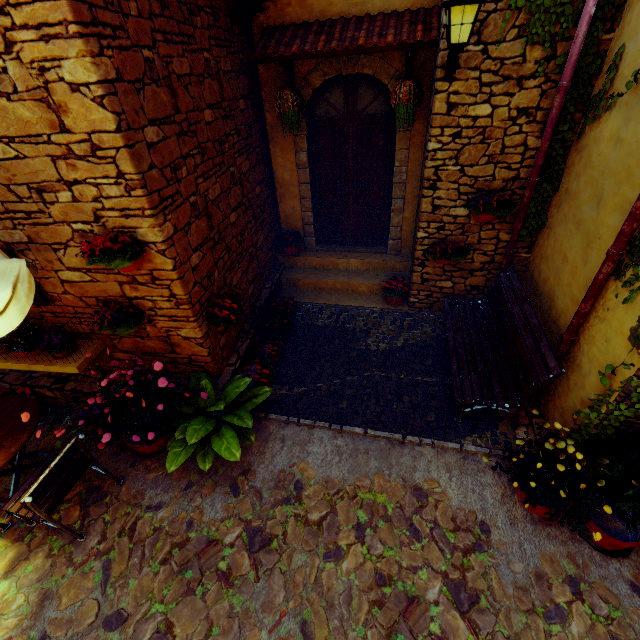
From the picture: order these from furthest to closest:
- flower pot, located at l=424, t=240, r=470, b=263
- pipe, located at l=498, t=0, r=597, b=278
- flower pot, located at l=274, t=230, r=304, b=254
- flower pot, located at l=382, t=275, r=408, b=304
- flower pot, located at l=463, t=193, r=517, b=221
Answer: flower pot, located at l=274, t=230, r=304, b=254
flower pot, located at l=382, t=275, r=408, b=304
flower pot, located at l=424, t=240, r=470, b=263
flower pot, located at l=463, t=193, r=517, b=221
pipe, located at l=498, t=0, r=597, b=278

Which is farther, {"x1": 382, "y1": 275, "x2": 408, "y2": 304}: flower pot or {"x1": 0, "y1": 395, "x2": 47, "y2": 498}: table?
{"x1": 382, "y1": 275, "x2": 408, "y2": 304}: flower pot

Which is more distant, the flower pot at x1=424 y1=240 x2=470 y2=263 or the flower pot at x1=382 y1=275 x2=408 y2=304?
the flower pot at x1=382 y1=275 x2=408 y2=304

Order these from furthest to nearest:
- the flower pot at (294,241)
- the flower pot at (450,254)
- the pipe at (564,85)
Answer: the flower pot at (294,241), the flower pot at (450,254), the pipe at (564,85)

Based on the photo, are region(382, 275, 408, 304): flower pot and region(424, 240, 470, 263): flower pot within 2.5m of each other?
yes

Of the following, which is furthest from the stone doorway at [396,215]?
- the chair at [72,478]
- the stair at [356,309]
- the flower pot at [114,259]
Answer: the chair at [72,478]

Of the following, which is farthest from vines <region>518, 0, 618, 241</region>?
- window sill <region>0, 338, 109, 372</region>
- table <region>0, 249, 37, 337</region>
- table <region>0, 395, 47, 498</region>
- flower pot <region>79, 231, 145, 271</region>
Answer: table <region>0, 395, 47, 498</region>

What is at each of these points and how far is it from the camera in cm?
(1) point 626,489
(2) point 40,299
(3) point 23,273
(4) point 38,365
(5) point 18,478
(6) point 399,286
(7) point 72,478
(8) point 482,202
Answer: →
(1) potted tree, 268
(2) window, 377
(3) table, 279
(4) window sill, 389
(5) table, 362
(6) flower pot, 576
(7) chair, 325
(8) flower pot, 436
